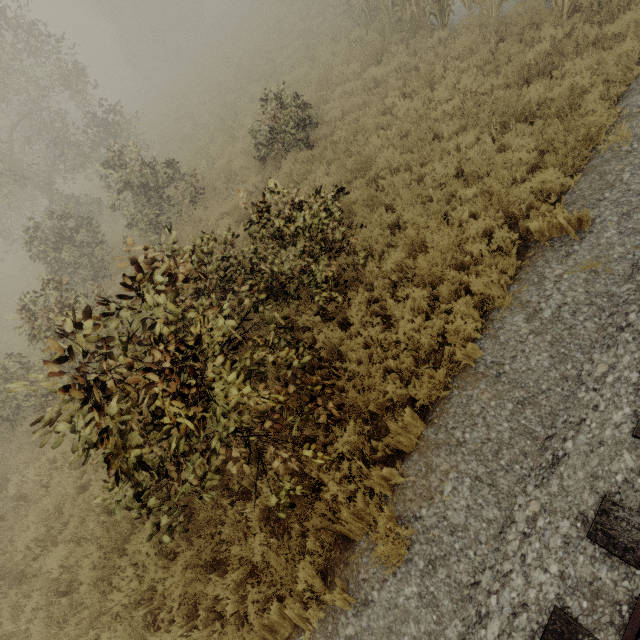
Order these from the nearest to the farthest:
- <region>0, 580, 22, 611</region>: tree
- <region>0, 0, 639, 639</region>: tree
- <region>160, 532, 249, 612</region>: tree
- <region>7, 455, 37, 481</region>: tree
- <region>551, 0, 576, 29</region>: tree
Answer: <region>0, 0, 639, 639</region>: tree, <region>160, 532, 249, 612</region>: tree, <region>0, 580, 22, 611</region>: tree, <region>551, 0, 576, 29</region>: tree, <region>7, 455, 37, 481</region>: tree

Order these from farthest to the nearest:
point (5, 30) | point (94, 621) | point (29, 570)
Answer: point (5, 30), point (29, 570), point (94, 621)

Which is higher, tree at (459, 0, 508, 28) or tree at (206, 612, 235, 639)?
tree at (459, 0, 508, 28)

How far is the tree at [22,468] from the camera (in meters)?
7.98

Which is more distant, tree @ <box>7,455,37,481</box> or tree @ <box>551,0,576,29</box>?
tree @ <box>7,455,37,481</box>

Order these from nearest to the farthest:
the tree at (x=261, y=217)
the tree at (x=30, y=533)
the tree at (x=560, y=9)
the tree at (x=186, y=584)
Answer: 1. the tree at (x=261, y=217)
2. the tree at (x=186, y=584)
3. the tree at (x=30, y=533)
4. the tree at (x=560, y=9)
